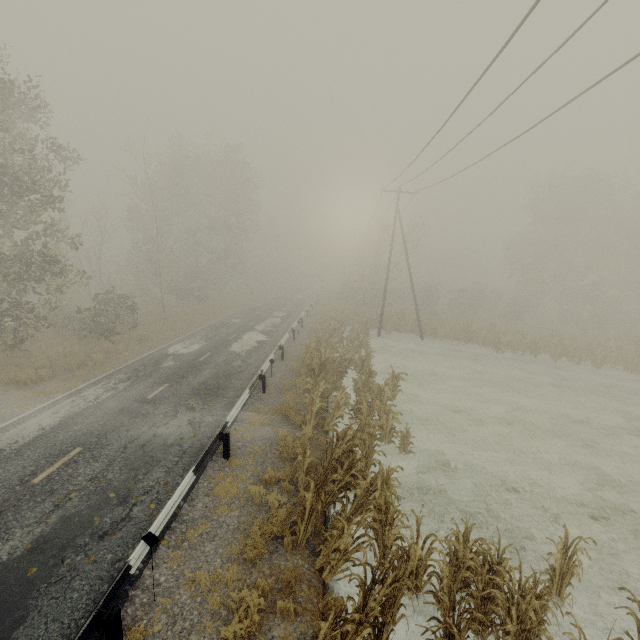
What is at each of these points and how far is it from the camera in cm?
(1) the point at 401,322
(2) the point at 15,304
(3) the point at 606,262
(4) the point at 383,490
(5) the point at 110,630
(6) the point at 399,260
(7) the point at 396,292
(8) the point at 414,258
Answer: (1) tree, 2970
(2) tree, 1546
(3) tree, 3444
(4) tree, 760
(5) guardrail, 476
(6) tree, 3322
(7) tree, 3394
(8) tree, 5984

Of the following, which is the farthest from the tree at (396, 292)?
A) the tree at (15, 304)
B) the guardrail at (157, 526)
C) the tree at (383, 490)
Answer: the tree at (383, 490)

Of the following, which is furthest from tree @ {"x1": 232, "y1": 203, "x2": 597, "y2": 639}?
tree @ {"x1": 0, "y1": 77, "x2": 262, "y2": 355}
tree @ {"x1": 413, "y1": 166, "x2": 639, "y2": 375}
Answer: tree @ {"x1": 0, "y1": 77, "x2": 262, "y2": 355}

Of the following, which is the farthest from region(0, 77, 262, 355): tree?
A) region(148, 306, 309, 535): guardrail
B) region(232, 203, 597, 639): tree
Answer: region(232, 203, 597, 639): tree

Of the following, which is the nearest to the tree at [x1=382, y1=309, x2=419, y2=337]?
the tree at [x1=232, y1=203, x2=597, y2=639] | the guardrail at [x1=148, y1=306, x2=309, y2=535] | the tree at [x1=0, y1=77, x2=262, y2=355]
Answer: the guardrail at [x1=148, y1=306, x2=309, y2=535]

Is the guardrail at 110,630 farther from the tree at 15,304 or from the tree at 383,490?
the tree at 15,304

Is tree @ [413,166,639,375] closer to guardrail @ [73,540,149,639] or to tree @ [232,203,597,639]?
guardrail @ [73,540,149,639]
